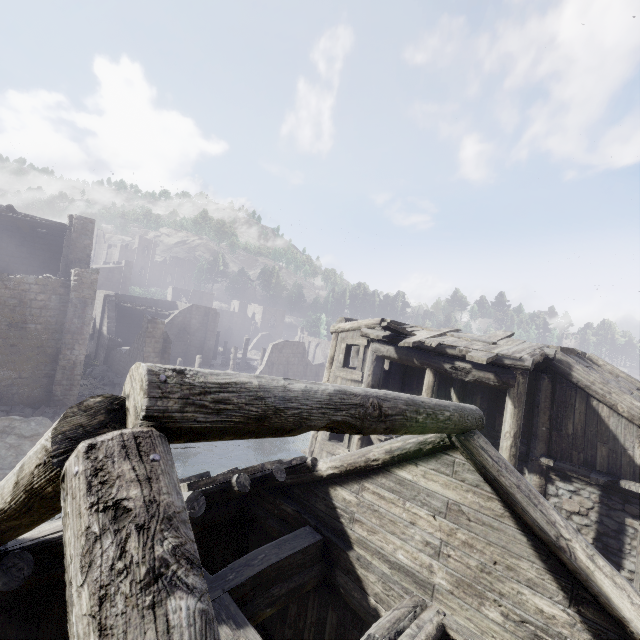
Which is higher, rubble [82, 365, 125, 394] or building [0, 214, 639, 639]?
building [0, 214, 639, 639]

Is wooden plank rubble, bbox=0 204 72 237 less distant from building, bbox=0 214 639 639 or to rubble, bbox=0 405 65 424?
building, bbox=0 214 639 639

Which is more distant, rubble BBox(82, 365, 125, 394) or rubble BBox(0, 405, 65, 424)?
rubble BBox(82, 365, 125, 394)

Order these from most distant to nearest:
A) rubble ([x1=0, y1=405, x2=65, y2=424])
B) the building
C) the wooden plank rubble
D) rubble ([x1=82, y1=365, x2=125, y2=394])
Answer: rubble ([x1=82, y1=365, x2=125, y2=394]) < the wooden plank rubble < rubble ([x1=0, y1=405, x2=65, y2=424]) < the building

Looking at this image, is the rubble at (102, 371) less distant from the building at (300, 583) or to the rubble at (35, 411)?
the building at (300, 583)

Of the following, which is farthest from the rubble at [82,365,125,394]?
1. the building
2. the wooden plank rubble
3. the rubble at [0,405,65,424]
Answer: the wooden plank rubble

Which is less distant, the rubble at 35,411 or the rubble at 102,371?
the rubble at 35,411

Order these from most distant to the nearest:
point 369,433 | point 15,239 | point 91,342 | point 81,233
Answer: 1. point 91,342
2. point 15,239
3. point 81,233
4. point 369,433
